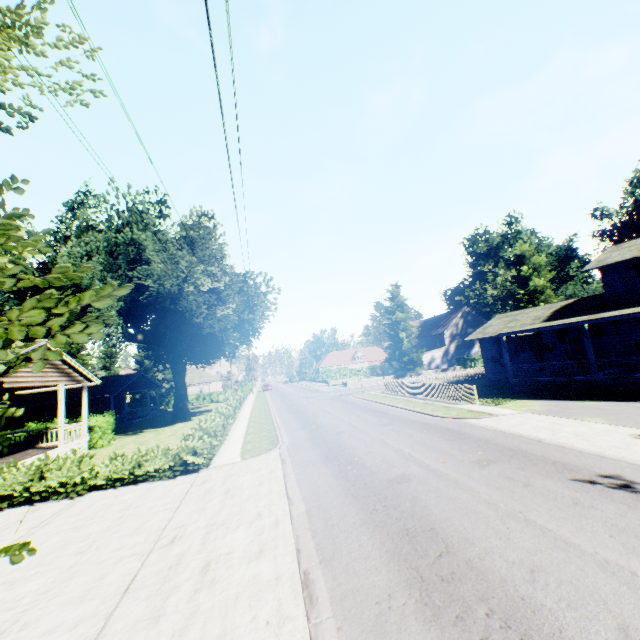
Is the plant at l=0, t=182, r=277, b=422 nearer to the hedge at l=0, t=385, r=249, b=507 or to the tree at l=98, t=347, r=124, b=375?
the tree at l=98, t=347, r=124, b=375

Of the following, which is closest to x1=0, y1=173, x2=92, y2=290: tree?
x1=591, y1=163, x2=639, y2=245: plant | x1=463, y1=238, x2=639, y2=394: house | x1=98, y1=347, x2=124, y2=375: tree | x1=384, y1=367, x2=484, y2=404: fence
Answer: x1=591, y1=163, x2=639, y2=245: plant

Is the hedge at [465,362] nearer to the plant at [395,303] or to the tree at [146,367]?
the tree at [146,367]

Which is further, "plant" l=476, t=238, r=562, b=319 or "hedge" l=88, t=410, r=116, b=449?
"plant" l=476, t=238, r=562, b=319

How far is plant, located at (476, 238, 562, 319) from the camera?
38.72m

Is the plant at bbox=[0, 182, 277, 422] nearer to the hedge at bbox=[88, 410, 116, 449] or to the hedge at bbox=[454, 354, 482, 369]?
the hedge at bbox=[454, 354, 482, 369]

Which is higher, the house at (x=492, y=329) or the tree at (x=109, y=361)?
the tree at (x=109, y=361)

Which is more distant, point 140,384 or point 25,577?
point 140,384
